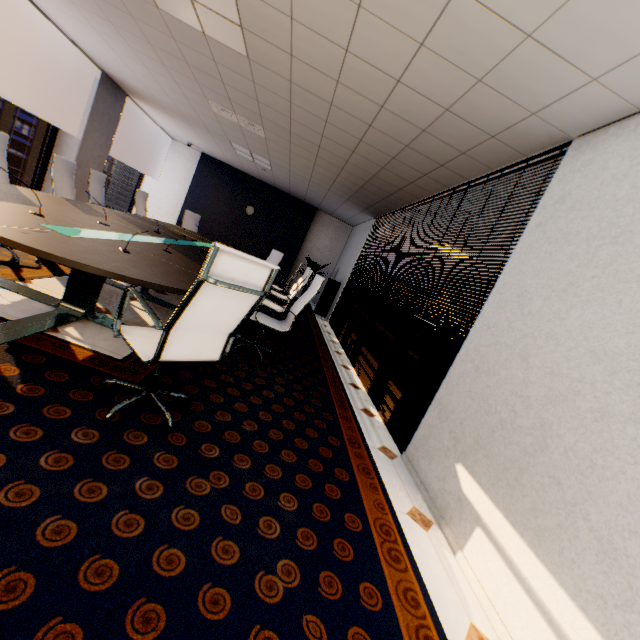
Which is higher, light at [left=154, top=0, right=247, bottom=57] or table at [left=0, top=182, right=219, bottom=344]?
light at [left=154, top=0, right=247, bottom=57]

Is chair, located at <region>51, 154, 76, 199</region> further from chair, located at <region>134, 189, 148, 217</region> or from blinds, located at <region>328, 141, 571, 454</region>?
blinds, located at <region>328, 141, 571, 454</region>

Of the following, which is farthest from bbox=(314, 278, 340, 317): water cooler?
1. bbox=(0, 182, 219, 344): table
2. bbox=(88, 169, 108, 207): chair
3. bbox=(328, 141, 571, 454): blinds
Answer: bbox=(88, 169, 108, 207): chair

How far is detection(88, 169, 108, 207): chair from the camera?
5.22m

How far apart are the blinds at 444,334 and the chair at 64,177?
4.29m

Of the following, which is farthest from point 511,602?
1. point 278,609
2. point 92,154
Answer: point 92,154

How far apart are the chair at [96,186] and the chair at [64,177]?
0.57m

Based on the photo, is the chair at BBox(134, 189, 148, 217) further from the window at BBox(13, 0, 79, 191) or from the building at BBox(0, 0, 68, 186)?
the building at BBox(0, 0, 68, 186)
